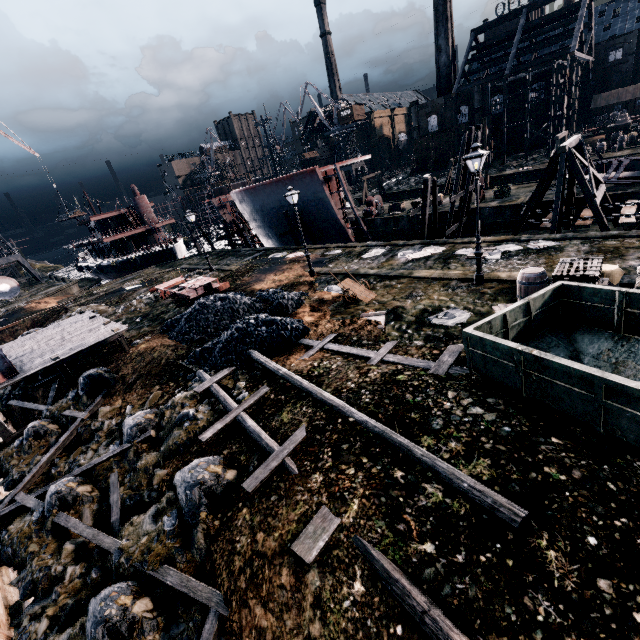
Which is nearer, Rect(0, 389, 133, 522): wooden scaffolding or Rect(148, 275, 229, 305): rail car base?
Rect(0, 389, 133, 522): wooden scaffolding

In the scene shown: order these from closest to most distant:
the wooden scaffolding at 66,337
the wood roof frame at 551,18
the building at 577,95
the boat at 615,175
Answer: the wooden scaffolding at 66,337 < the boat at 615,175 < the wood roof frame at 551,18 < the building at 577,95

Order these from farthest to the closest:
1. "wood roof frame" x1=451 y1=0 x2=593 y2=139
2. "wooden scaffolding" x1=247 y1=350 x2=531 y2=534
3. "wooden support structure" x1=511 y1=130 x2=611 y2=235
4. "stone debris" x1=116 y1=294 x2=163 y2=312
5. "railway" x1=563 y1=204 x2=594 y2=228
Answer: "wood roof frame" x1=451 y1=0 x2=593 y2=139 → "stone debris" x1=116 y1=294 x2=163 y2=312 → "railway" x1=563 y1=204 x2=594 y2=228 → "wooden support structure" x1=511 y1=130 x2=611 y2=235 → "wooden scaffolding" x1=247 y1=350 x2=531 y2=534

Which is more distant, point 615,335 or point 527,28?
point 527,28

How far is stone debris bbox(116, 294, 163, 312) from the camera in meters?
25.9

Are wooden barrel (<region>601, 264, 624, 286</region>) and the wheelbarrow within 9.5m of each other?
yes

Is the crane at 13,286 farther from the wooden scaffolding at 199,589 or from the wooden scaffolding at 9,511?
the wooden scaffolding at 199,589

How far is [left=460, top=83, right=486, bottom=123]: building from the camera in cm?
5766
